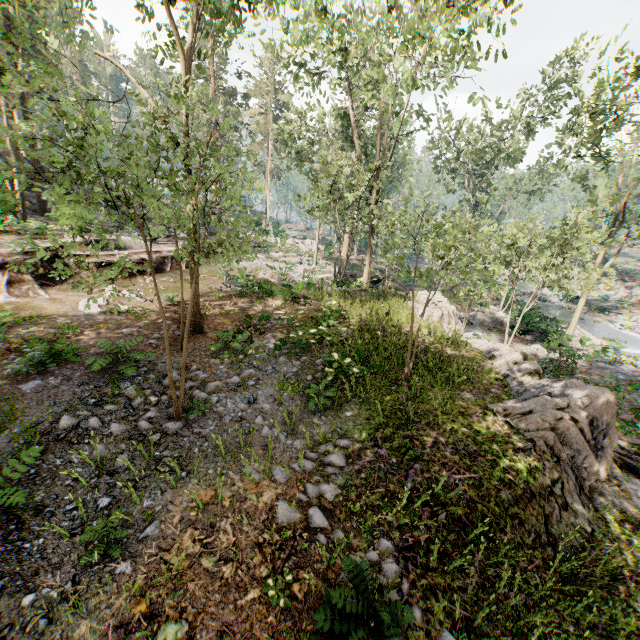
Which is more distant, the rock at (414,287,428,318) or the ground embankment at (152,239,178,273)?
the ground embankment at (152,239,178,273)

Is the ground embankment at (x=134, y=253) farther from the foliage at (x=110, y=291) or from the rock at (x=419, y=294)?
the rock at (x=419, y=294)

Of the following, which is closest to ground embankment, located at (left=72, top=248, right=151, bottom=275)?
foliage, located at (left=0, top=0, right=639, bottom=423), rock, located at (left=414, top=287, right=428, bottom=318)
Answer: foliage, located at (left=0, top=0, right=639, bottom=423)

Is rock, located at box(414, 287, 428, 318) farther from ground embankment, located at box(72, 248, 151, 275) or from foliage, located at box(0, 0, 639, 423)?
ground embankment, located at box(72, 248, 151, 275)

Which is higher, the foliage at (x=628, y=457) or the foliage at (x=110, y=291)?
the foliage at (x=110, y=291)

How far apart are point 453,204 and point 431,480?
31.7m
